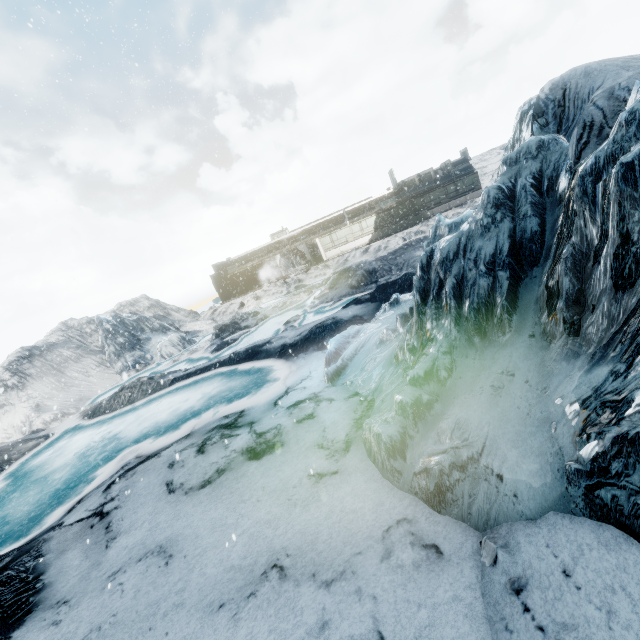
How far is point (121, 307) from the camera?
33.7m
